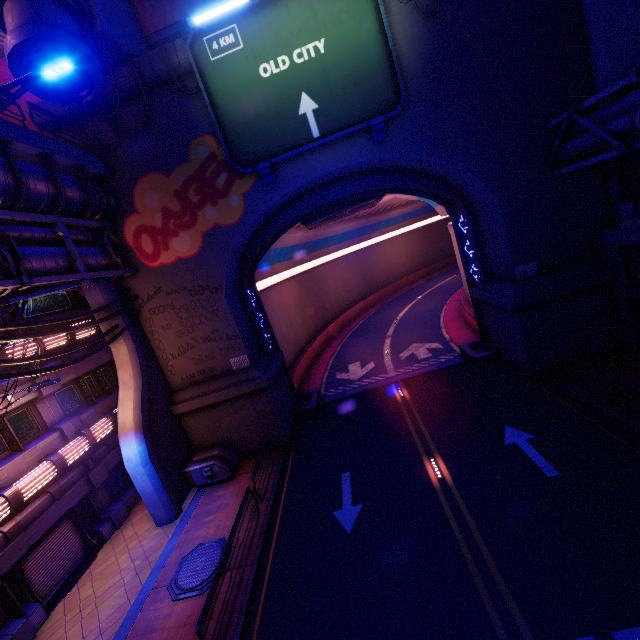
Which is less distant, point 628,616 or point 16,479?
point 628,616

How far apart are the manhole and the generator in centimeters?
318cm

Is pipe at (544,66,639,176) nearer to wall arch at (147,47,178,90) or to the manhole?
wall arch at (147,47,178,90)

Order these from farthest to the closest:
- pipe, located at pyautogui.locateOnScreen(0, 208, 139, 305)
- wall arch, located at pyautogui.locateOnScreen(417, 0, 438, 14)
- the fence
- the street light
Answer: wall arch, located at pyautogui.locateOnScreen(417, 0, 438, 14) → the fence → pipe, located at pyautogui.locateOnScreen(0, 208, 139, 305) → the street light

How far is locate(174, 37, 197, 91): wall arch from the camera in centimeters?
1304cm

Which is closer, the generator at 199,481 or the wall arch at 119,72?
the wall arch at 119,72

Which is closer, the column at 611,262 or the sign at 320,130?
the sign at 320,130

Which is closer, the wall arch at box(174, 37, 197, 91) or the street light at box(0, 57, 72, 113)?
the street light at box(0, 57, 72, 113)
